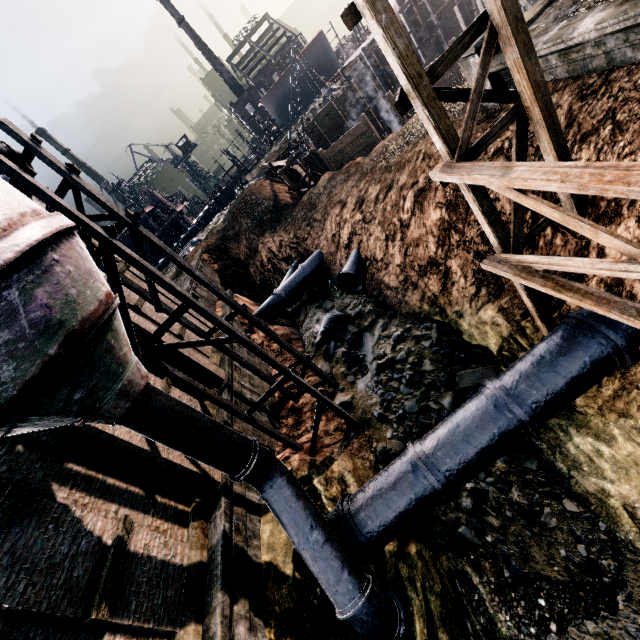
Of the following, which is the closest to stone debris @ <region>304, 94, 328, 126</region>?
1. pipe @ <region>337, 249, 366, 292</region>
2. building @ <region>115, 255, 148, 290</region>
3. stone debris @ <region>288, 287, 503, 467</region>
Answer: stone debris @ <region>288, 287, 503, 467</region>

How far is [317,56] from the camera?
57.1m

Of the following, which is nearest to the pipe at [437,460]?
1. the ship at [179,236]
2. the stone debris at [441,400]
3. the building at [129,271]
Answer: the stone debris at [441,400]

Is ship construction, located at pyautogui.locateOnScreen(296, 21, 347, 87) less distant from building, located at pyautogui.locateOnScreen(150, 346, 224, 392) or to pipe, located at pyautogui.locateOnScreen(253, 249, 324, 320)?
pipe, located at pyautogui.locateOnScreen(253, 249, 324, 320)

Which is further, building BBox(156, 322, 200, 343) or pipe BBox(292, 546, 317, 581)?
building BBox(156, 322, 200, 343)

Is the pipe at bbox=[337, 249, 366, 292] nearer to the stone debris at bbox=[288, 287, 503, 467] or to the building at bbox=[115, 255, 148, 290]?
the stone debris at bbox=[288, 287, 503, 467]

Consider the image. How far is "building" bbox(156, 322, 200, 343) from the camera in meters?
14.5

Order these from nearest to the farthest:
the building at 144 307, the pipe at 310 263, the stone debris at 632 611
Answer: the stone debris at 632 611 < the building at 144 307 < the pipe at 310 263
